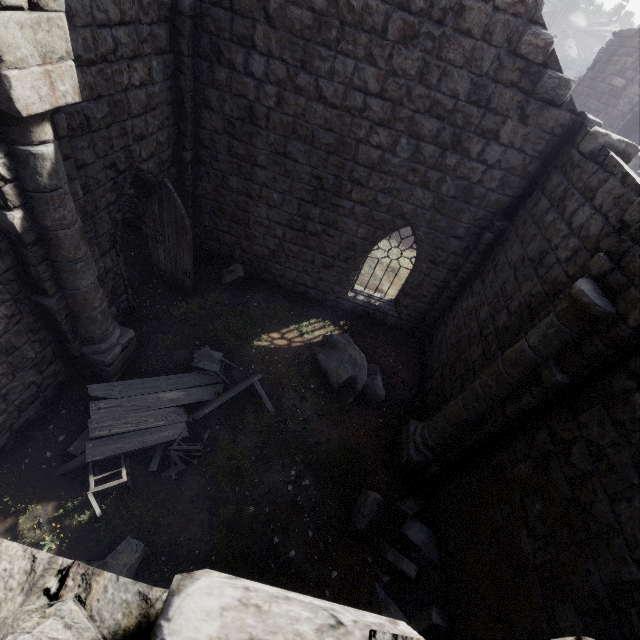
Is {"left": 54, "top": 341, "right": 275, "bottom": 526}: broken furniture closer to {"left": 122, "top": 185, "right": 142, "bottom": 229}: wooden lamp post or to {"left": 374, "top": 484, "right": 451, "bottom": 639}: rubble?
{"left": 374, "top": 484, "right": 451, "bottom": 639}: rubble

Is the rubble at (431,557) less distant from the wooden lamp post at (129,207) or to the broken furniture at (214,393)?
the broken furniture at (214,393)

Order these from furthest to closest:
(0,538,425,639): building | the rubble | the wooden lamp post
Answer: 1. the wooden lamp post
2. the rubble
3. (0,538,425,639): building

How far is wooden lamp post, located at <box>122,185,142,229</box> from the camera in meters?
10.6 m

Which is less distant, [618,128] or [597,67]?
[618,128]

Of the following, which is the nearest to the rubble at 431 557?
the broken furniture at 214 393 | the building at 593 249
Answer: the building at 593 249

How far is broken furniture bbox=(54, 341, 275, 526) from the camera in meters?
6.0

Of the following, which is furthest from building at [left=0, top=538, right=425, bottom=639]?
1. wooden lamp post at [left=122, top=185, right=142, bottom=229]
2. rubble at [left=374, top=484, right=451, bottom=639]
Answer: wooden lamp post at [left=122, top=185, right=142, bottom=229]
